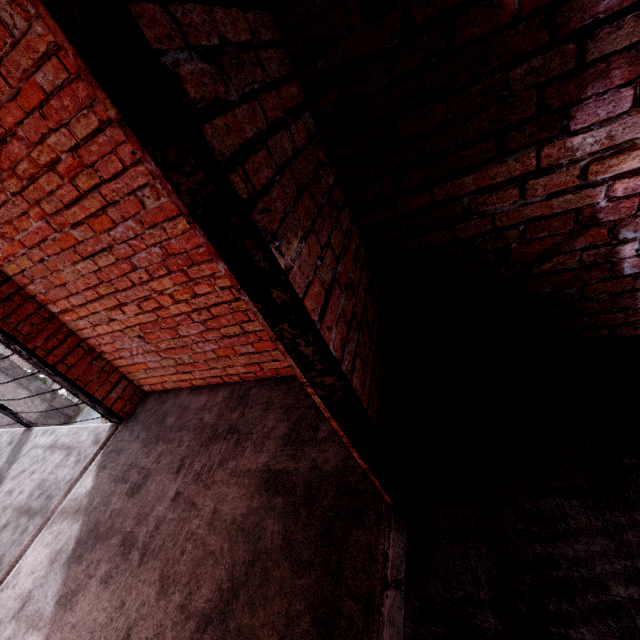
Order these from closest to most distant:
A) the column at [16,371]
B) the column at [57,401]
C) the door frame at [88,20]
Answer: the door frame at [88,20]
the column at [16,371]
the column at [57,401]

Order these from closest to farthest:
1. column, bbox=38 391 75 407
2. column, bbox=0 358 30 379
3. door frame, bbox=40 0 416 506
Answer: door frame, bbox=40 0 416 506, column, bbox=0 358 30 379, column, bbox=38 391 75 407

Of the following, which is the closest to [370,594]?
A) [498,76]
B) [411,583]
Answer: [411,583]

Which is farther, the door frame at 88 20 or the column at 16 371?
the column at 16 371

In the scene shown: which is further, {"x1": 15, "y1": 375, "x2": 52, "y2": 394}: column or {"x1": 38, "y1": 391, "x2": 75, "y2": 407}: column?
{"x1": 38, "y1": 391, "x2": 75, "y2": 407}: column

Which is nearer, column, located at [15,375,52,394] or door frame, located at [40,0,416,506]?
door frame, located at [40,0,416,506]
